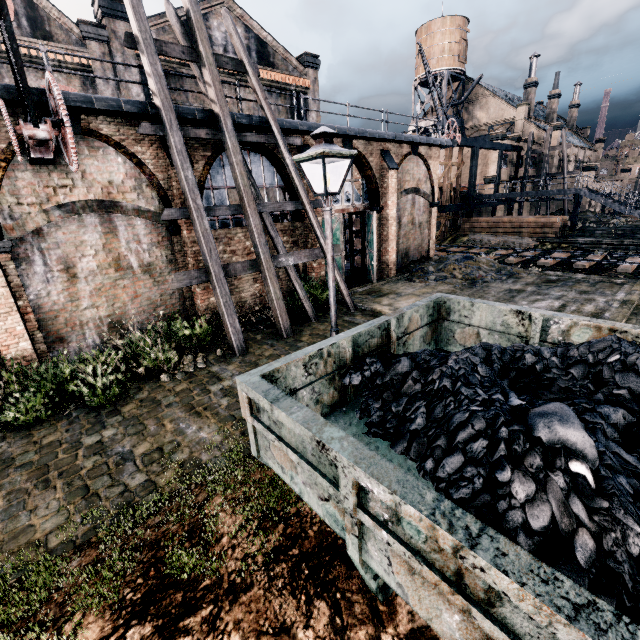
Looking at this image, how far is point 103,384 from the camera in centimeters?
928cm

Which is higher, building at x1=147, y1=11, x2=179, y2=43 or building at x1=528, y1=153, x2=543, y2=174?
building at x1=147, y1=11, x2=179, y2=43

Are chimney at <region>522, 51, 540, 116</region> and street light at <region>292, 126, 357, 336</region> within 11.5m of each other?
no

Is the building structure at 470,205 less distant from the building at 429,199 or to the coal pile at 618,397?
the building at 429,199

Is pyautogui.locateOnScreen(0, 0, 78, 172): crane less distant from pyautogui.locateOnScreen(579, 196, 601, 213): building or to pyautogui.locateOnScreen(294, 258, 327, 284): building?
pyautogui.locateOnScreen(294, 258, 327, 284): building

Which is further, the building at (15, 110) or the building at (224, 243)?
the building at (224, 243)

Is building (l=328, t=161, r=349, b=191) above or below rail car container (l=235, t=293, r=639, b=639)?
above

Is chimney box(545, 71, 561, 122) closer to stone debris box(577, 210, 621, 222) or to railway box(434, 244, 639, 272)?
stone debris box(577, 210, 621, 222)
